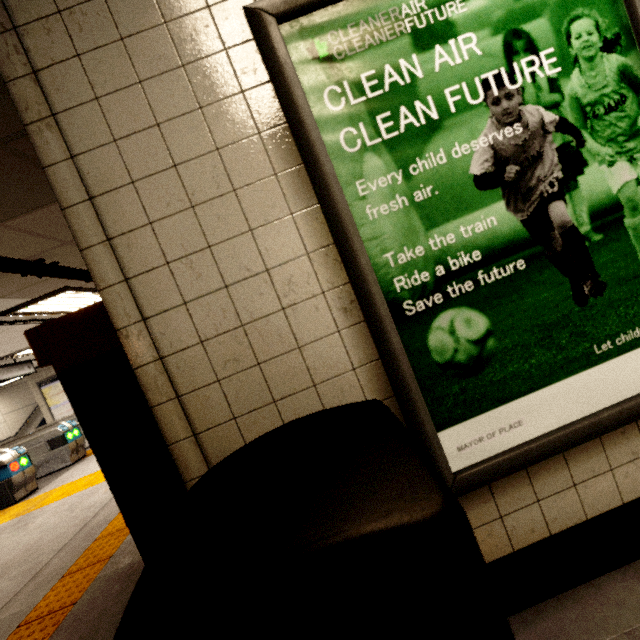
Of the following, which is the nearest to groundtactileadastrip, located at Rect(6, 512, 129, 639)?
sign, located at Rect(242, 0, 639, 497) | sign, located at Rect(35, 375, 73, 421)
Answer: sign, located at Rect(35, 375, 73, 421)

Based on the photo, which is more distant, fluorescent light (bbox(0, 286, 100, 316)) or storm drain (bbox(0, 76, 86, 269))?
fluorescent light (bbox(0, 286, 100, 316))

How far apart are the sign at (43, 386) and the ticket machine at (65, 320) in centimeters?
1156cm

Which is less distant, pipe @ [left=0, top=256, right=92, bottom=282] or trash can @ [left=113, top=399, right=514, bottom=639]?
trash can @ [left=113, top=399, right=514, bottom=639]

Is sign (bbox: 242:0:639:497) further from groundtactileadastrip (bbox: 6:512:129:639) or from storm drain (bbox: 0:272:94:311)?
groundtactileadastrip (bbox: 6:512:129:639)

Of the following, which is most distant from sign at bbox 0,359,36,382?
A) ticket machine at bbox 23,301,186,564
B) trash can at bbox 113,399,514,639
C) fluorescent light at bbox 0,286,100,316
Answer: trash can at bbox 113,399,514,639

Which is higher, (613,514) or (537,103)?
(537,103)

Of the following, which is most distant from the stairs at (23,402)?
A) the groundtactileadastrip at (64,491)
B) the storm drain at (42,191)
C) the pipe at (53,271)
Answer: the pipe at (53,271)
